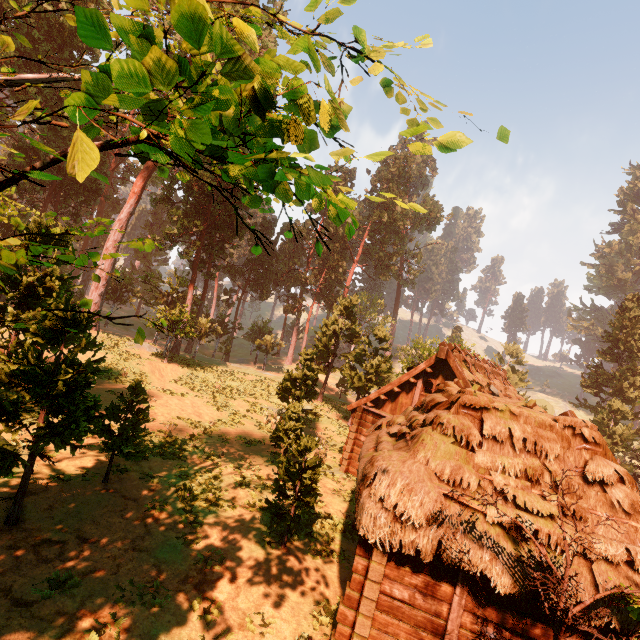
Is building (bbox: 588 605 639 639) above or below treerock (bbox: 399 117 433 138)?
below

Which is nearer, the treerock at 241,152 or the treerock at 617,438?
the treerock at 241,152

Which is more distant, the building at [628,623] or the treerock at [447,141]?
the building at [628,623]

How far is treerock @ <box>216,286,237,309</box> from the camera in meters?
51.8

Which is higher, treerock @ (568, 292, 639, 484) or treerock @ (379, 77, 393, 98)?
treerock @ (379, 77, 393, 98)

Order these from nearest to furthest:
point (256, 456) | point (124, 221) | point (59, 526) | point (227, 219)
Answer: point (59, 526) → point (256, 456) → point (124, 221) → point (227, 219)

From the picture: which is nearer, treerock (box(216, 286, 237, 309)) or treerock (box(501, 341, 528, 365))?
treerock (box(501, 341, 528, 365))
